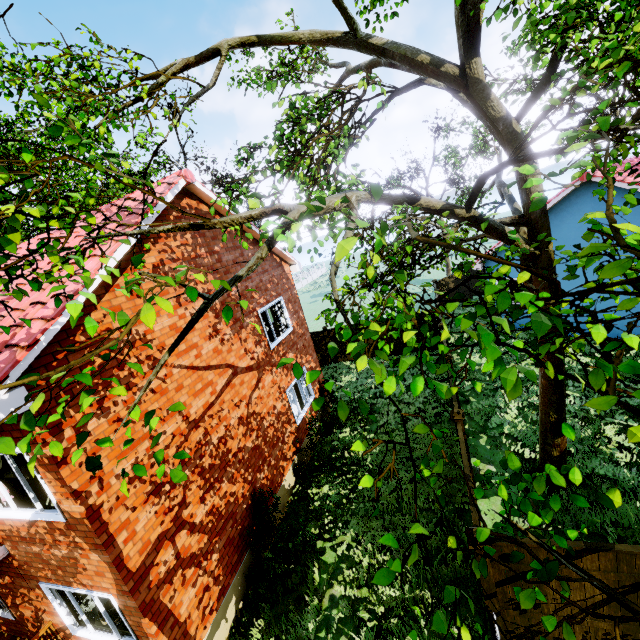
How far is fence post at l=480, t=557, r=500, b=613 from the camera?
5.0m

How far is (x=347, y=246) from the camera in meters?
1.4 m

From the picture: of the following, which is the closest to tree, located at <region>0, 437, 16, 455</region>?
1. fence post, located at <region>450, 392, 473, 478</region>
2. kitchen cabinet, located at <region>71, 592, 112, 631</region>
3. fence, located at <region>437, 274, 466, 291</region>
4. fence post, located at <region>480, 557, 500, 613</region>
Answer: fence, located at <region>437, 274, 466, 291</region>

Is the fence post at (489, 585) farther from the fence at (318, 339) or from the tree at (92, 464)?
the tree at (92, 464)

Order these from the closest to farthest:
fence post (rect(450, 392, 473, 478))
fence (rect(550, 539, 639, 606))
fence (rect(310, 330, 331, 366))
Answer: fence (rect(550, 539, 639, 606)), fence post (rect(450, 392, 473, 478)), fence (rect(310, 330, 331, 366))

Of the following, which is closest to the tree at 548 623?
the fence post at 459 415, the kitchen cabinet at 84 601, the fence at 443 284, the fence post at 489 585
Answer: the fence at 443 284

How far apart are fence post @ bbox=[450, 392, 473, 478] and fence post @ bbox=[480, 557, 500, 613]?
2.9 meters
